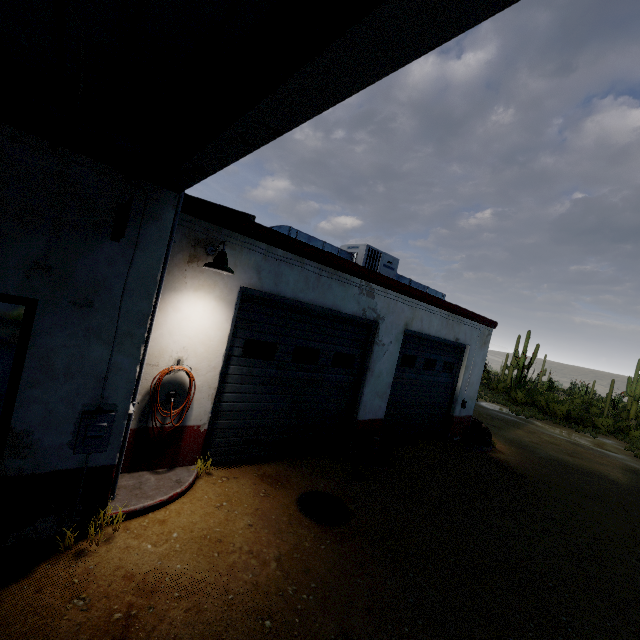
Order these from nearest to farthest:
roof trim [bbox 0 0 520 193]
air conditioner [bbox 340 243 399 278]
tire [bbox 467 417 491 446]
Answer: roof trim [bbox 0 0 520 193], air conditioner [bbox 340 243 399 278], tire [bbox 467 417 491 446]

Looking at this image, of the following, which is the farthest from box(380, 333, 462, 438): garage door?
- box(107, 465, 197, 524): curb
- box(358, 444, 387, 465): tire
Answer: box(107, 465, 197, 524): curb

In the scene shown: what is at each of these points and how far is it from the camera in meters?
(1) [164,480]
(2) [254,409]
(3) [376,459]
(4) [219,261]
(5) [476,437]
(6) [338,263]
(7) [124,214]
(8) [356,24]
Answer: (1) curb, 4.7 m
(2) garage door, 6.0 m
(3) tire, 7.2 m
(4) street light, 4.4 m
(5) tire, 11.0 m
(6) roof trim, 6.4 m
(7) sign, 3.1 m
(8) roof trim, 1.1 m

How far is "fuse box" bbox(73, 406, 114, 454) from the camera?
3.37m

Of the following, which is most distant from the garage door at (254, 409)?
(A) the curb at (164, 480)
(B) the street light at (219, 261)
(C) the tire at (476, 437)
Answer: (C) the tire at (476, 437)

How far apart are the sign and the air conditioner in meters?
5.6 m

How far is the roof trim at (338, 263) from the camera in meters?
4.7 m

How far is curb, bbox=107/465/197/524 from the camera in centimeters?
400cm
